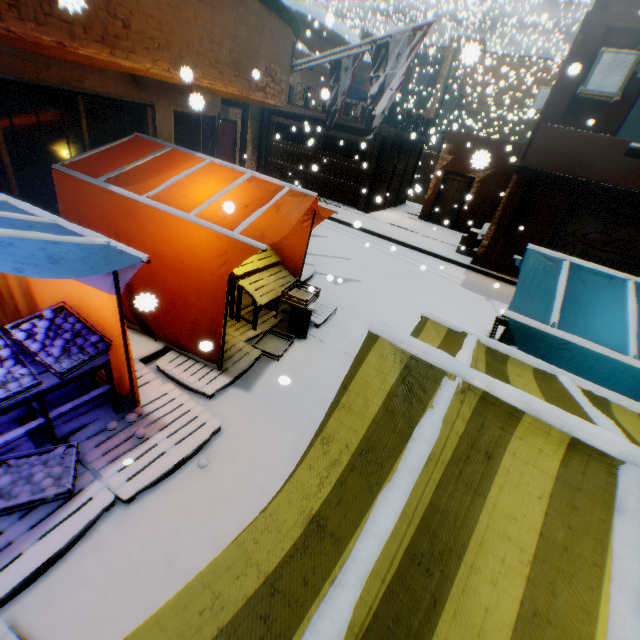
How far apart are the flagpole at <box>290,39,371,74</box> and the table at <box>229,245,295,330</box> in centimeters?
351cm

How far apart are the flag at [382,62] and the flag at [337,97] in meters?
0.6 m

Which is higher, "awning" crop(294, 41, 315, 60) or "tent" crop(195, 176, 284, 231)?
"awning" crop(294, 41, 315, 60)

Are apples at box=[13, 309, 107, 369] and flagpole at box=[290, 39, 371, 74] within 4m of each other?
no

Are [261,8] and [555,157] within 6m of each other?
no

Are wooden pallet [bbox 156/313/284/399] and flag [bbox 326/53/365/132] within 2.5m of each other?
no

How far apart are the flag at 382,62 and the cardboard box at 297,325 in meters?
2.7

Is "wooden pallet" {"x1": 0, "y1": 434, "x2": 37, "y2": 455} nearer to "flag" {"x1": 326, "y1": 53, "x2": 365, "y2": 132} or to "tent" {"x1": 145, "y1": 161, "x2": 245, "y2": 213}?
"tent" {"x1": 145, "y1": 161, "x2": 245, "y2": 213}
